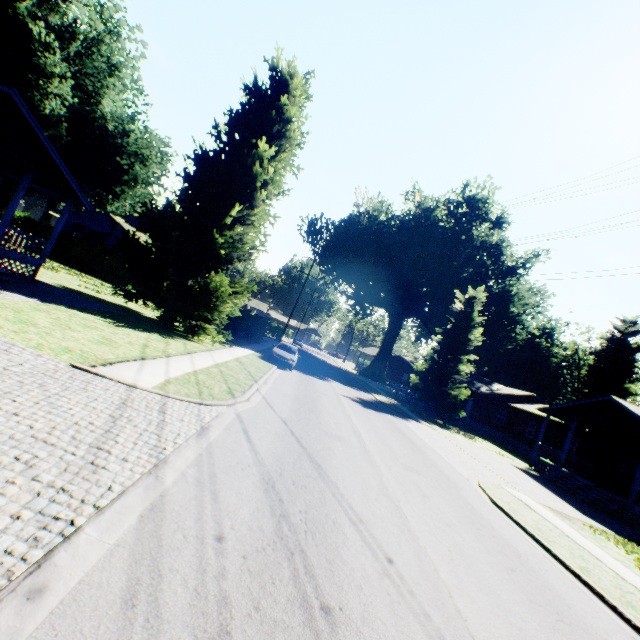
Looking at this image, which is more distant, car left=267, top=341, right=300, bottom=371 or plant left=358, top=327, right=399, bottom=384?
plant left=358, top=327, right=399, bottom=384

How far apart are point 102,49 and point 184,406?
31.4m

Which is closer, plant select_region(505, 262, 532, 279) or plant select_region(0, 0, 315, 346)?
plant select_region(0, 0, 315, 346)

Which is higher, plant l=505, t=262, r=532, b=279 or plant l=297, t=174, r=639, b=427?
plant l=505, t=262, r=532, b=279

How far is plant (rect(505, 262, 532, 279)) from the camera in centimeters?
5416cm

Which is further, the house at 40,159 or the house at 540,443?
the house at 540,443

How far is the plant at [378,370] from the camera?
58.9m

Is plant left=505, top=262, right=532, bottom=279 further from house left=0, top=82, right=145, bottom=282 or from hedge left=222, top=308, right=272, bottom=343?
house left=0, top=82, right=145, bottom=282
